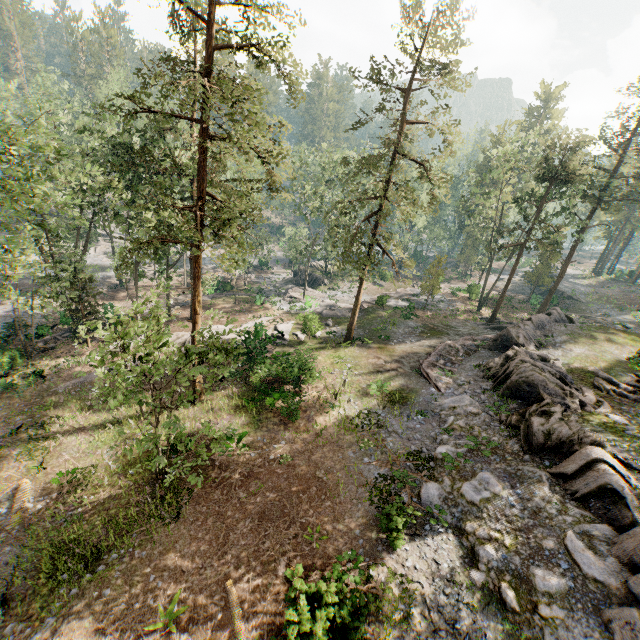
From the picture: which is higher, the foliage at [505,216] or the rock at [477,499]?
the foliage at [505,216]

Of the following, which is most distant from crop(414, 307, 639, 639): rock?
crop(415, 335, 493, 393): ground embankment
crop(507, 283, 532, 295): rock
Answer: crop(507, 283, 532, 295): rock

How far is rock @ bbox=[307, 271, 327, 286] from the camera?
49.62m

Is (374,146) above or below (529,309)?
above

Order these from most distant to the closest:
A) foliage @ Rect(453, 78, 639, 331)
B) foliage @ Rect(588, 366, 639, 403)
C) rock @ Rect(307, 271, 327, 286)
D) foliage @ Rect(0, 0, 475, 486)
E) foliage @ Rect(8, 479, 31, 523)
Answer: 1. rock @ Rect(307, 271, 327, 286)
2. foliage @ Rect(453, 78, 639, 331)
3. foliage @ Rect(588, 366, 639, 403)
4. foliage @ Rect(8, 479, 31, 523)
5. foliage @ Rect(0, 0, 475, 486)

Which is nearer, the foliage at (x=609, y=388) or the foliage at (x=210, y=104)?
the foliage at (x=210, y=104)

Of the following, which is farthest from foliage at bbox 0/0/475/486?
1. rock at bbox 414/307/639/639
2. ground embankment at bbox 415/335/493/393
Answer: ground embankment at bbox 415/335/493/393

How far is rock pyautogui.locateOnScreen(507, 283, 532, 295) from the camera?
56.19m
